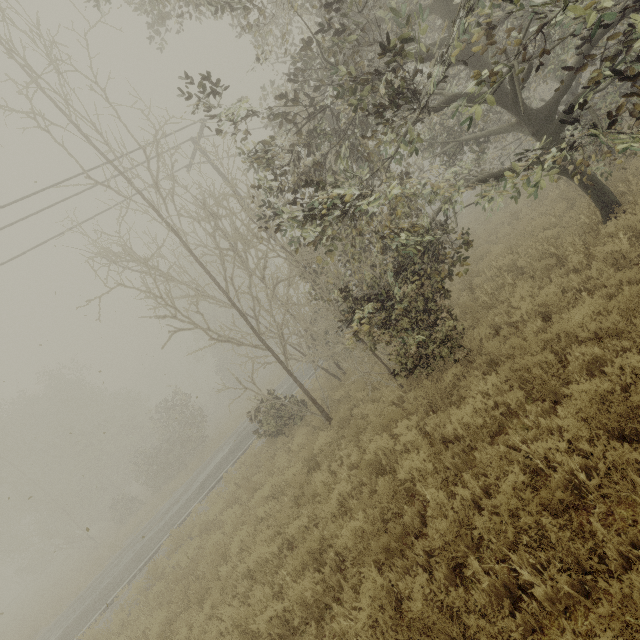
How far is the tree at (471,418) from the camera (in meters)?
5.36

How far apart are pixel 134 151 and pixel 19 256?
5.21m

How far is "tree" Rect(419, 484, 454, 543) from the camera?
4.0m

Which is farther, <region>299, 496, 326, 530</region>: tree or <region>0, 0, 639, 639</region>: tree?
<region>299, 496, 326, 530</region>: tree

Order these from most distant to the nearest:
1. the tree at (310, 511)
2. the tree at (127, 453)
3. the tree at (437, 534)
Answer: the tree at (310, 511), the tree at (127, 453), the tree at (437, 534)
